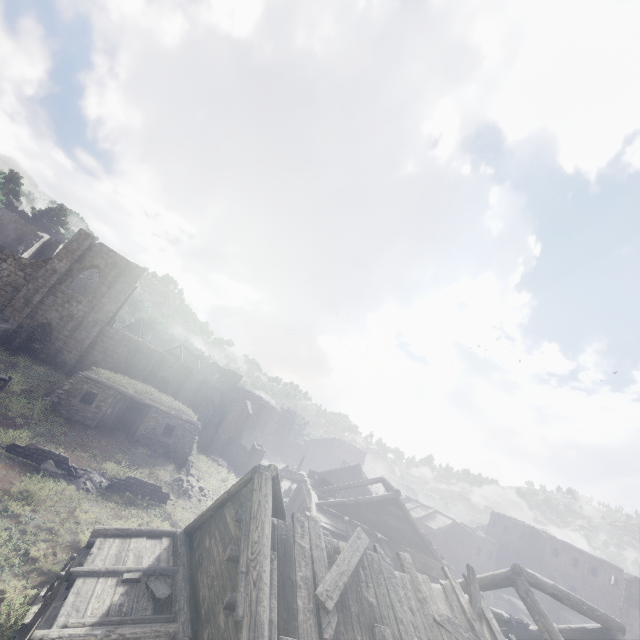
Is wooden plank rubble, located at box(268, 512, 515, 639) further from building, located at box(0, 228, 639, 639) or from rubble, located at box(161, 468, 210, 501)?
rubble, located at box(161, 468, 210, 501)

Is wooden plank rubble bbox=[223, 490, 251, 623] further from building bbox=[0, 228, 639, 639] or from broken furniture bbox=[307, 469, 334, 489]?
broken furniture bbox=[307, 469, 334, 489]

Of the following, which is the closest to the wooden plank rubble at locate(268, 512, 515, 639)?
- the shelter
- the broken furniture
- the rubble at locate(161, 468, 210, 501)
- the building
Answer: the building

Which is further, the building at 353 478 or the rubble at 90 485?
the rubble at 90 485

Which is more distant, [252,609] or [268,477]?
[268,477]

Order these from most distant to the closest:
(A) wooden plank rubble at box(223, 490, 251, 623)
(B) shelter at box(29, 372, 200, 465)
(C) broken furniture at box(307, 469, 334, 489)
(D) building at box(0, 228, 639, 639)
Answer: (C) broken furniture at box(307, 469, 334, 489), (B) shelter at box(29, 372, 200, 465), (D) building at box(0, 228, 639, 639), (A) wooden plank rubble at box(223, 490, 251, 623)

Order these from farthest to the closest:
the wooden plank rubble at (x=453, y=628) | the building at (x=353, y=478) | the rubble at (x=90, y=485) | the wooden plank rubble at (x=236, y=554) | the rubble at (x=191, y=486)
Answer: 1. the rubble at (x=191, y=486)
2. the rubble at (x=90, y=485)
3. the building at (x=353, y=478)
4. the wooden plank rubble at (x=453, y=628)
5. the wooden plank rubble at (x=236, y=554)

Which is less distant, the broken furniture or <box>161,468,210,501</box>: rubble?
<box>161,468,210,501</box>: rubble
